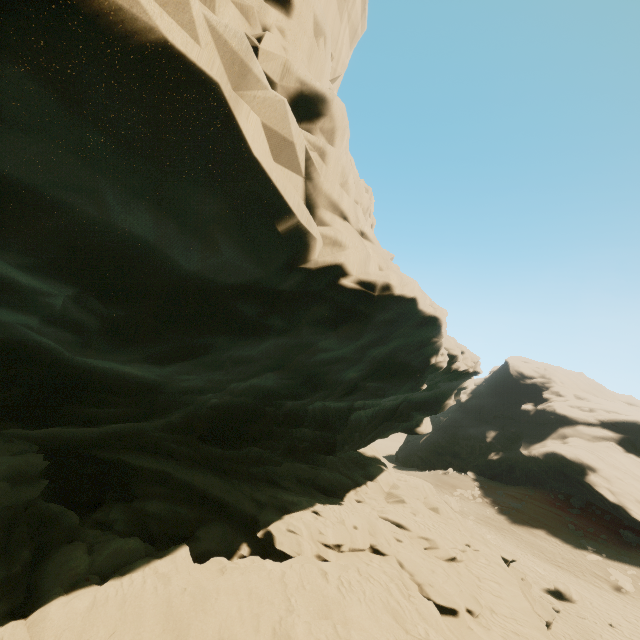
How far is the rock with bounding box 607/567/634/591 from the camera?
23.38m

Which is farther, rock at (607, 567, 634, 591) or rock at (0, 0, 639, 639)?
rock at (607, 567, 634, 591)

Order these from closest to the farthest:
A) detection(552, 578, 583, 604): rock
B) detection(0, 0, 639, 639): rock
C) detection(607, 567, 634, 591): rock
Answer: detection(0, 0, 639, 639): rock < detection(552, 578, 583, 604): rock < detection(607, 567, 634, 591): rock

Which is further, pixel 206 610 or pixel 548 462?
pixel 548 462

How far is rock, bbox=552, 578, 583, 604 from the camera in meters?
21.2

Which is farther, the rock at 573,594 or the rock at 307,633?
the rock at 573,594

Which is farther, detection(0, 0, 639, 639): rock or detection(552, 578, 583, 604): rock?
detection(552, 578, 583, 604): rock

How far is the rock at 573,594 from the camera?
21.2m
